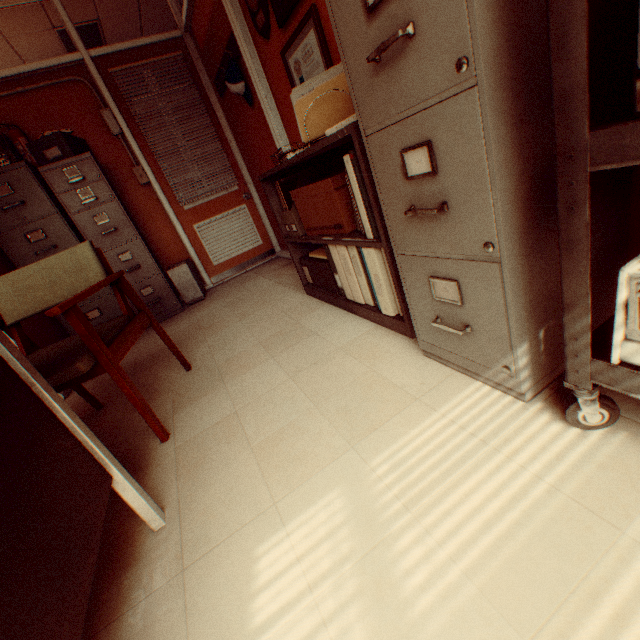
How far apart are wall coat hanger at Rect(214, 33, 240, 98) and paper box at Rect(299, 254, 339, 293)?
2.0 meters

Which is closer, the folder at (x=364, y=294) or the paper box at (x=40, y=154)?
the folder at (x=364, y=294)

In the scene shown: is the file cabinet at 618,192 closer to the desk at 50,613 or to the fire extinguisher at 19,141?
the desk at 50,613

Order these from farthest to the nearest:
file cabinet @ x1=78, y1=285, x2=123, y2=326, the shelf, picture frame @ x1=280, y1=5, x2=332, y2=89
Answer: file cabinet @ x1=78, y1=285, x2=123, y2=326 → picture frame @ x1=280, y1=5, x2=332, y2=89 → the shelf

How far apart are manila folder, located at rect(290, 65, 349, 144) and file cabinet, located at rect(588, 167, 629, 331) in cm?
54

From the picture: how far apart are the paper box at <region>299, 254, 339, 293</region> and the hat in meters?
1.8

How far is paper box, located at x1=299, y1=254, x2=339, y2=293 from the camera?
2.3m

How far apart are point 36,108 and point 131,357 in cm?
299
